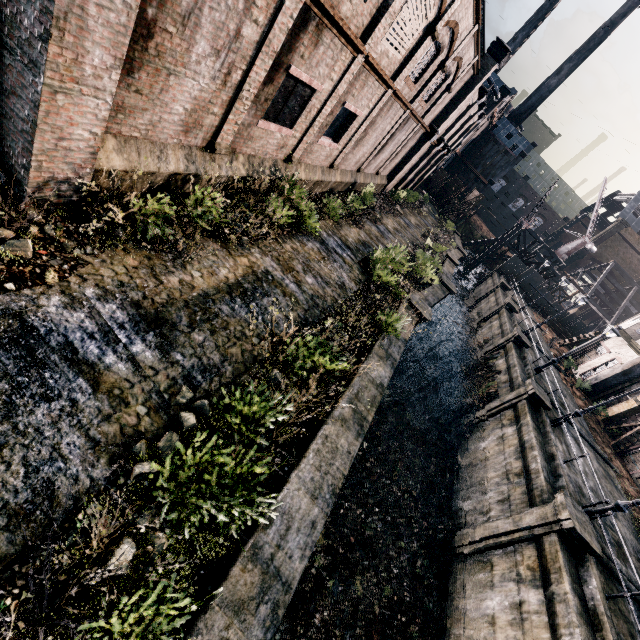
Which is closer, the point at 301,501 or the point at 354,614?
the point at 301,501

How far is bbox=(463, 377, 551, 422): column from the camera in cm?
1909

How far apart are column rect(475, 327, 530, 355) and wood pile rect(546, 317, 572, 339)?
21.5m

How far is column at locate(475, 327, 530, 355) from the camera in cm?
2644

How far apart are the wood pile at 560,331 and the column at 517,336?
21.5m

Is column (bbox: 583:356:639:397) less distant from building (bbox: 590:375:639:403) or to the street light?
building (bbox: 590:375:639:403)

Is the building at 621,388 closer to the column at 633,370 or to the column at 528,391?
the column at 633,370

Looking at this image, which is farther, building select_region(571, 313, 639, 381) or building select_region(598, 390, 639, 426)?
building select_region(571, 313, 639, 381)
